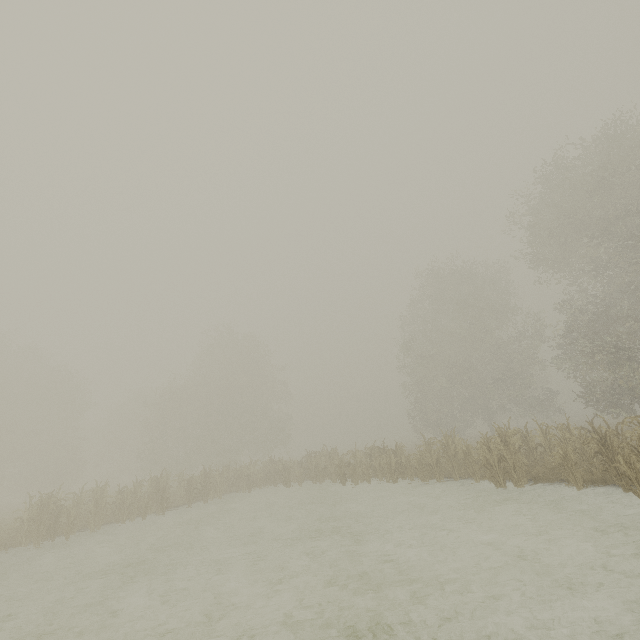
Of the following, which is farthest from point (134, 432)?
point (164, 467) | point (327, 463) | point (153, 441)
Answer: point (327, 463)
